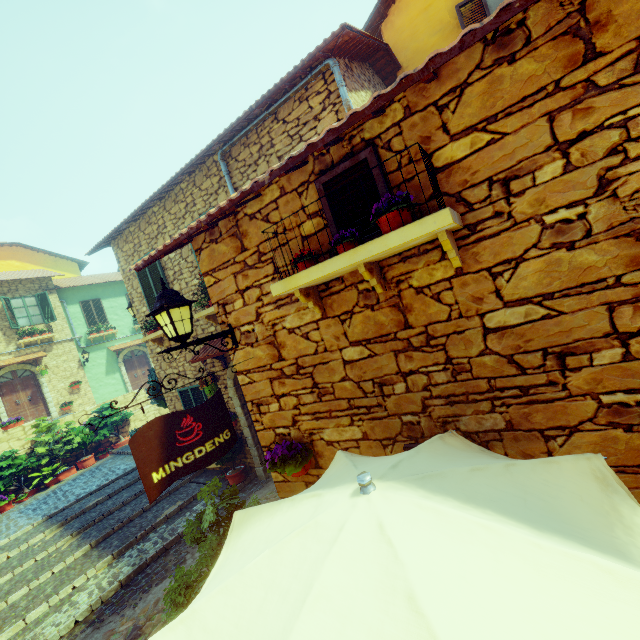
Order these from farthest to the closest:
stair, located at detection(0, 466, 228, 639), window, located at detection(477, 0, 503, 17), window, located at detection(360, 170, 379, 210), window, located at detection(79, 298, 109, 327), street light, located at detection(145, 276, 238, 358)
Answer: window, located at detection(79, 298, 109, 327)
window, located at detection(477, 0, 503, 17)
stair, located at detection(0, 466, 228, 639)
street light, located at detection(145, 276, 238, 358)
window, located at detection(360, 170, 379, 210)

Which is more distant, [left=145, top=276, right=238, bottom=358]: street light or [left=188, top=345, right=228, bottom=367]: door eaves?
[left=188, top=345, right=228, bottom=367]: door eaves

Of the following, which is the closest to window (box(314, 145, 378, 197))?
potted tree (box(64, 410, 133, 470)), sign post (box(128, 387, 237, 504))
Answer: sign post (box(128, 387, 237, 504))

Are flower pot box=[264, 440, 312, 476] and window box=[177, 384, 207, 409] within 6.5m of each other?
yes

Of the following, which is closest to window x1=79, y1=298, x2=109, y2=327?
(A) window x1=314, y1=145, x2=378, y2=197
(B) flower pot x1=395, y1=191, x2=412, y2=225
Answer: (A) window x1=314, y1=145, x2=378, y2=197

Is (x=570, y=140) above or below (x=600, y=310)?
above

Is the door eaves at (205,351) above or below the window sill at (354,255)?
below

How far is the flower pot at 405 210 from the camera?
2.2m
